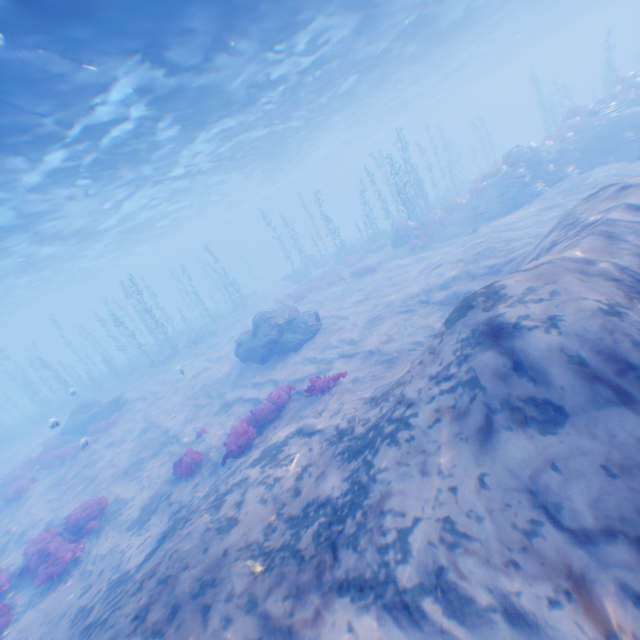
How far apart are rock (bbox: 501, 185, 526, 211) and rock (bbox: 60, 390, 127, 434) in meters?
28.1 m

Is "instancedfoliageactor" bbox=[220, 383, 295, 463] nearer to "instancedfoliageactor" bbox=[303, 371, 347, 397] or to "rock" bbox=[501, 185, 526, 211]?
"instancedfoliageactor" bbox=[303, 371, 347, 397]

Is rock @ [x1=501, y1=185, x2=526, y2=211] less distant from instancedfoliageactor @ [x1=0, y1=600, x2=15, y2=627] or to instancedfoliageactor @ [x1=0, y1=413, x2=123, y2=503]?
instancedfoliageactor @ [x1=0, y1=600, x2=15, y2=627]

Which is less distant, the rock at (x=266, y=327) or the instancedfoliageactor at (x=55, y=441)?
the instancedfoliageactor at (x=55, y=441)

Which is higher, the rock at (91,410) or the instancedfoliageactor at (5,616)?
the rock at (91,410)

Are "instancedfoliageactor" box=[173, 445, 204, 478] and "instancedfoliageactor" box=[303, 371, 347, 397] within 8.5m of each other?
yes

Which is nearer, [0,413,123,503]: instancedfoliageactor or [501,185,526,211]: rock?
[0,413,123,503]: instancedfoliageactor

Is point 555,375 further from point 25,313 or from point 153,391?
point 25,313
